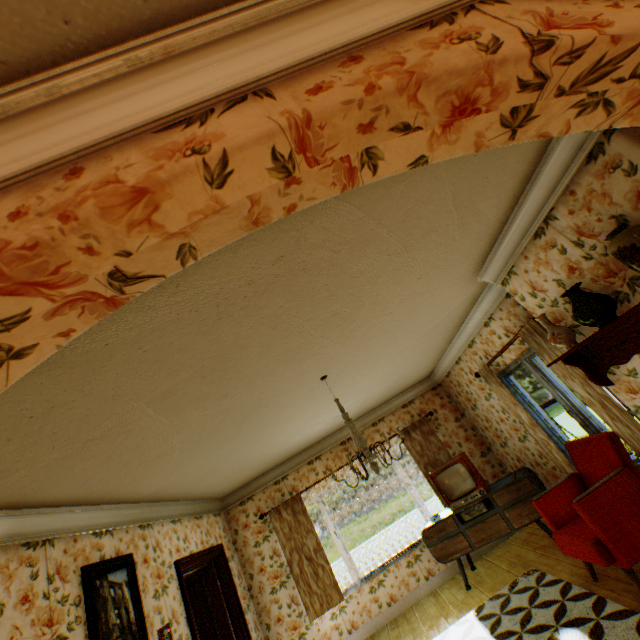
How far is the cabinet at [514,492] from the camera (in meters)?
4.83

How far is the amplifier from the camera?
5.11m

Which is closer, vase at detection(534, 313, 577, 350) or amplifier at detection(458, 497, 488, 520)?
vase at detection(534, 313, 577, 350)

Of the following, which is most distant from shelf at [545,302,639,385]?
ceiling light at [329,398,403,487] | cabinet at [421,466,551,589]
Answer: cabinet at [421,466,551,589]

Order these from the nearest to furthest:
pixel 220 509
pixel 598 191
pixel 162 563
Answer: pixel 598 191, pixel 162 563, pixel 220 509

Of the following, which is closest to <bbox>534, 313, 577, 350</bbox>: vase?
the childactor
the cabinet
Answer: the cabinet

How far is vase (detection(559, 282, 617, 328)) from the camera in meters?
2.4

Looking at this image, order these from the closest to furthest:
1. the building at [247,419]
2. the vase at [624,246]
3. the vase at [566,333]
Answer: the building at [247,419]
the vase at [624,246]
the vase at [566,333]
